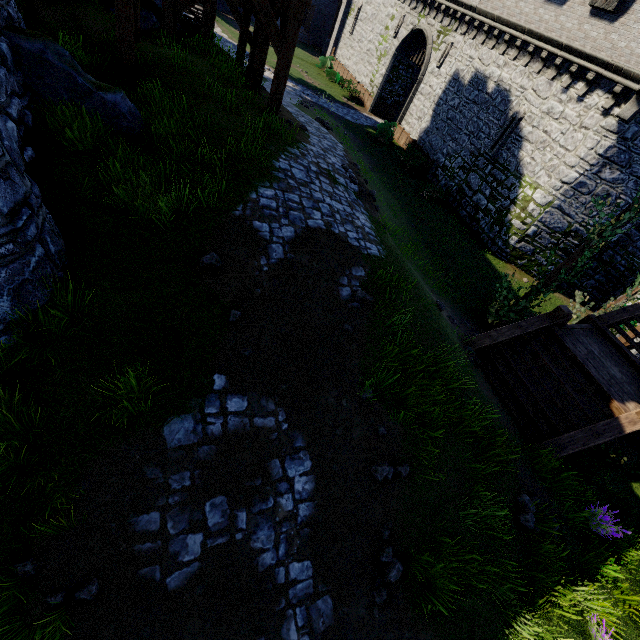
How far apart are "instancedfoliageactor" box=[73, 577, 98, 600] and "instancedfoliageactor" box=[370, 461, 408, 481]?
3.70m

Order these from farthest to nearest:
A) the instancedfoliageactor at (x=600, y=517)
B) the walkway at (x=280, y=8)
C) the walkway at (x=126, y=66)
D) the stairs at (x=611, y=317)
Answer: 1. the stairs at (x=611, y=317)
2. the walkway at (x=280, y=8)
3. the walkway at (x=126, y=66)
4. the instancedfoliageactor at (x=600, y=517)

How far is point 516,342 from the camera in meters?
9.1

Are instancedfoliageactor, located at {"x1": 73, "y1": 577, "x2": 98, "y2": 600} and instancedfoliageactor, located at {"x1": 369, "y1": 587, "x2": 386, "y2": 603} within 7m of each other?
yes

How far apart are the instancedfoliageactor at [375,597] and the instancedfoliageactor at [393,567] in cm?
15

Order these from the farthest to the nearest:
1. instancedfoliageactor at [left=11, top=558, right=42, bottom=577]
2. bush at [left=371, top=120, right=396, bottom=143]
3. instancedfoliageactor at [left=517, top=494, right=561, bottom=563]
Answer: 1. bush at [left=371, top=120, right=396, bottom=143]
2. instancedfoliageactor at [left=517, top=494, right=561, bottom=563]
3. instancedfoliageactor at [left=11, top=558, right=42, bottom=577]

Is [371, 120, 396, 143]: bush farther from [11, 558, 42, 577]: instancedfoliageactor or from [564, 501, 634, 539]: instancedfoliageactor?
[11, 558, 42, 577]: instancedfoliageactor

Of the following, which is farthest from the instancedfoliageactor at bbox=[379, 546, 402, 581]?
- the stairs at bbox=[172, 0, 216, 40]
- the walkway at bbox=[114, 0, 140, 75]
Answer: the stairs at bbox=[172, 0, 216, 40]
